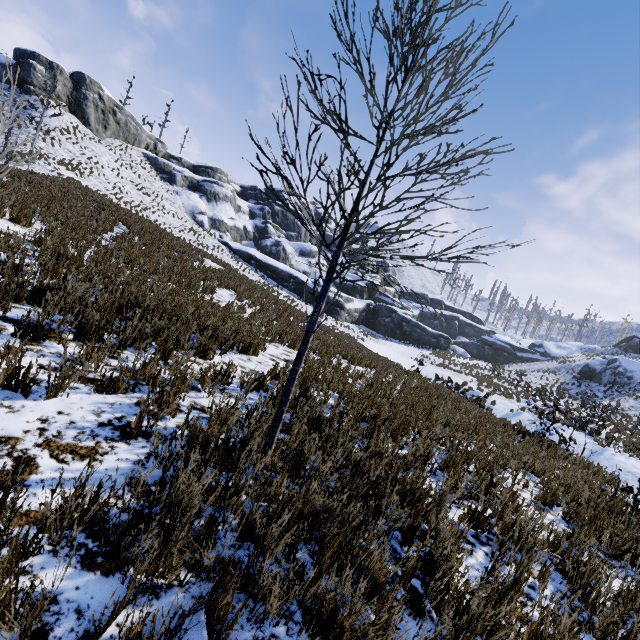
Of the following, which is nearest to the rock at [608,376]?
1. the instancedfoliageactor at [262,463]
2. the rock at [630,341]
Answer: the rock at [630,341]

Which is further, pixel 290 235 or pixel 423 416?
pixel 290 235

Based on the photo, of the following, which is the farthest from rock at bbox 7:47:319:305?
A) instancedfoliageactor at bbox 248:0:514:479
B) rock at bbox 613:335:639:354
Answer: instancedfoliageactor at bbox 248:0:514:479

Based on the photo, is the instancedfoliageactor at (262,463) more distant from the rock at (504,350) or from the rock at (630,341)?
the rock at (630,341)

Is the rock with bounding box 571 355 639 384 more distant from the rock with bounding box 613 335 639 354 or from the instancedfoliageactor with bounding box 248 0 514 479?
the instancedfoliageactor with bounding box 248 0 514 479

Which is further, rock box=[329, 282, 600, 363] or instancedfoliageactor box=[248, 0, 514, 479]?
rock box=[329, 282, 600, 363]

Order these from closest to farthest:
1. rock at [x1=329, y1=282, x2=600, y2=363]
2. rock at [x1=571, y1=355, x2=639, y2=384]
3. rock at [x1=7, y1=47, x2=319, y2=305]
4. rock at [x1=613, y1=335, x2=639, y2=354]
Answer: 1. rock at [x1=571, y1=355, x2=639, y2=384]
2. rock at [x1=7, y1=47, x2=319, y2=305]
3. rock at [x1=329, y1=282, x2=600, y2=363]
4. rock at [x1=613, y1=335, x2=639, y2=354]
